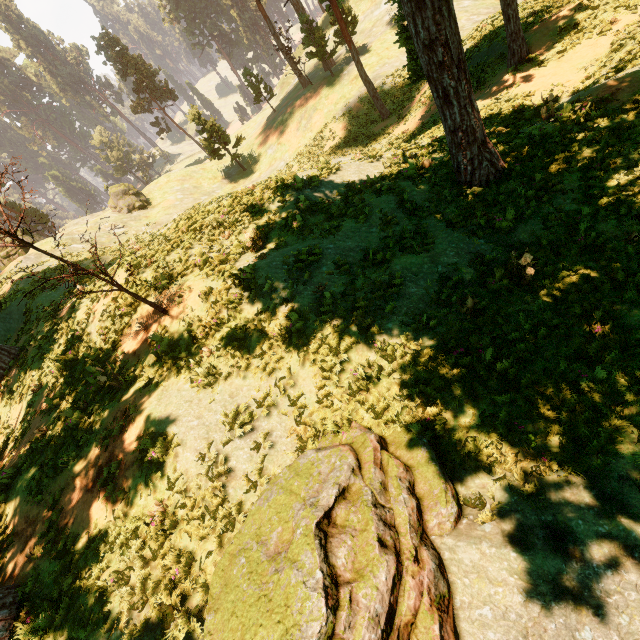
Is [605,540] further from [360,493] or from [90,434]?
[90,434]

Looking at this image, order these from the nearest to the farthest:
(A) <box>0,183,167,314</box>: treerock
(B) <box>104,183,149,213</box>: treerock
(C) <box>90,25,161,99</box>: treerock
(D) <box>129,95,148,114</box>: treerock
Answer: (A) <box>0,183,167,314</box>: treerock → (B) <box>104,183,149,213</box>: treerock → (C) <box>90,25,161,99</box>: treerock → (D) <box>129,95,148,114</box>: treerock

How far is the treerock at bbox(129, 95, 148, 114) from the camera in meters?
58.2 m

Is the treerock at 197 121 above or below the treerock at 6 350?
below

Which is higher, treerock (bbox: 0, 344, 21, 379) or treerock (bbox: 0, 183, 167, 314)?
treerock (bbox: 0, 183, 167, 314)

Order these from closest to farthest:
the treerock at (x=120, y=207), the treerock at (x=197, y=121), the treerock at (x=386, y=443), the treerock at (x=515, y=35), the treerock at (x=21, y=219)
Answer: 1. the treerock at (x=386, y=443)
2. the treerock at (x=21, y=219)
3. the treerock at (x=515, y=35)
4. the treerock at (x=197, y=121)
5. the treerock at (x=120, y=207)

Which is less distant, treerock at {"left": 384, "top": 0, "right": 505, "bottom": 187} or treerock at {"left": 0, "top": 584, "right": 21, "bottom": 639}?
treerock at {"left": 0, "top": 584, "right": 21, "bottom": 639}
